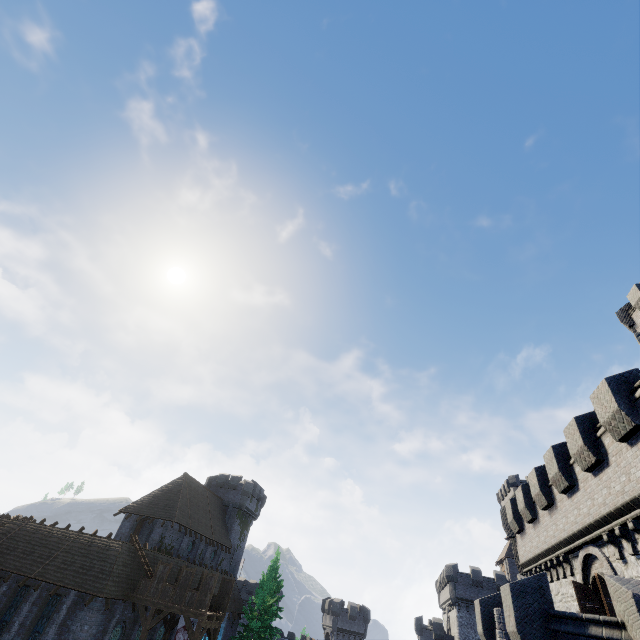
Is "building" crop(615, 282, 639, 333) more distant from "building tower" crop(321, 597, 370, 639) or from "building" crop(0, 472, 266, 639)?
"building tower" crop(321, 597, 370, 639)

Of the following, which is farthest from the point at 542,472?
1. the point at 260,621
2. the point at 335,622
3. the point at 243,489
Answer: the point at 335,622

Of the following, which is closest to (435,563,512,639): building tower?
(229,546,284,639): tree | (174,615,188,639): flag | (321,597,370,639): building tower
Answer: (321,597,370,639): building tower

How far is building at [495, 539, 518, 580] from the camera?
52.5 meters

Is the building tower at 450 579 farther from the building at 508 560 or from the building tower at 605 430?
the building tower at 605 430

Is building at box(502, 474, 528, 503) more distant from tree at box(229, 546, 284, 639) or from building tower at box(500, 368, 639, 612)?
tree at box(229, 546, 284, 639)

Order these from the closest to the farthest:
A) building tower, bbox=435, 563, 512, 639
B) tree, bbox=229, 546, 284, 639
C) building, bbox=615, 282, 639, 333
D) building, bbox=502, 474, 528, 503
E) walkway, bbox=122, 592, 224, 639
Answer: walkway, bbox=122, 592, 224, 639
building, bbox=615, 282, 639, 333
tree, bbox=229, 546, 284, 639
building tower, bbox=435, 563, 512, 639
building, bbox=502, 474, 528, 503

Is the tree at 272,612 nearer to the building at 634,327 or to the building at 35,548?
the building at 35,548
